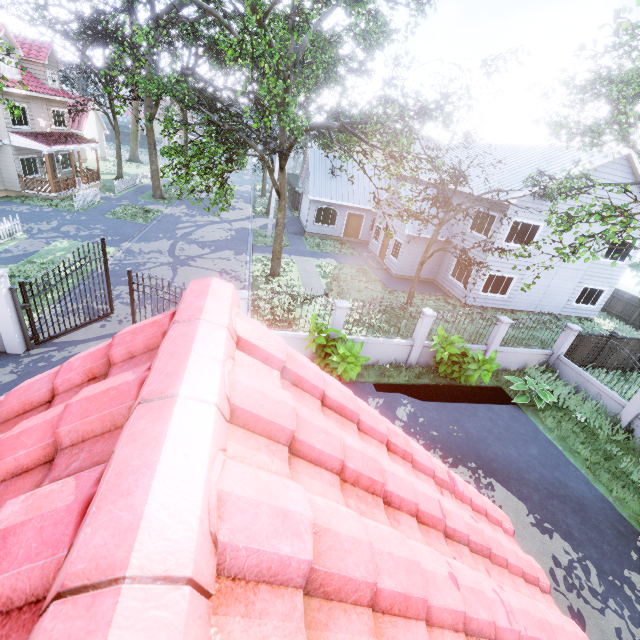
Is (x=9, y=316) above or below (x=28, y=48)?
below

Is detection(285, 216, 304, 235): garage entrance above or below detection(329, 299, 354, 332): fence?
below

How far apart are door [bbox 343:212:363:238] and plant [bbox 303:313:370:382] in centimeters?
1852cm

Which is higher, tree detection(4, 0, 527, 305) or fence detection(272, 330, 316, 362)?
tree detection(4, 0, 527, 305)

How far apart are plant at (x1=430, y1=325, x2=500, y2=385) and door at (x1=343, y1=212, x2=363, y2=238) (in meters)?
17.80

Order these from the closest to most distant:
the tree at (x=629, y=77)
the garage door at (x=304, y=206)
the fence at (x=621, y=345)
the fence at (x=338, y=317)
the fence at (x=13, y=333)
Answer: the tree at (x=629, y=77)
the fence at (x=13, y=333)
the fence at (x=338, y=317)
the fence at (x=621, y=345)
the garage door at (x=304, y=206)

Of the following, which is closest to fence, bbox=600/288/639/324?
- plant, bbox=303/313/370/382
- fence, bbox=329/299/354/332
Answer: fence, bbox=329/299/354/332

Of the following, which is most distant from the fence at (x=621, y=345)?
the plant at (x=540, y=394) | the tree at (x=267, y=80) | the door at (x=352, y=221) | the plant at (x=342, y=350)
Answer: the door at (x=352, y=221)
